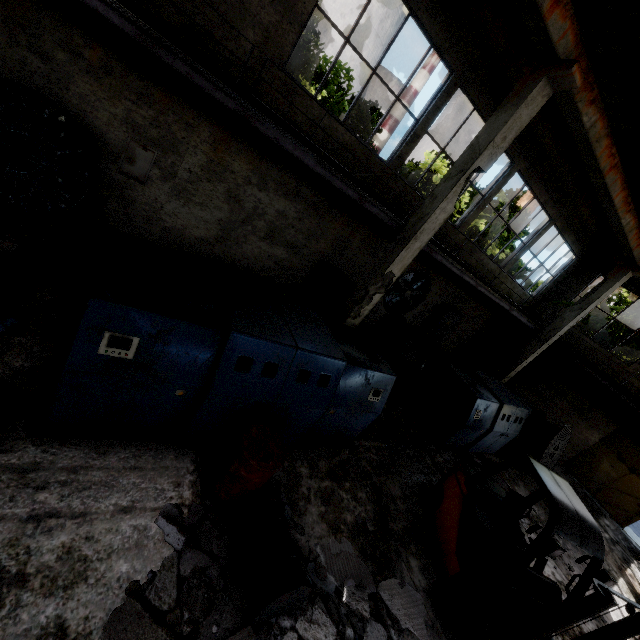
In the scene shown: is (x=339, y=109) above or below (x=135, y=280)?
above

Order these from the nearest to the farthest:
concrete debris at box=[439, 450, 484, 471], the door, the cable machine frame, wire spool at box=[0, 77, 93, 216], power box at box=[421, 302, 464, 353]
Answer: the cable machine frame
wire spool at box=[0, 77, 93, 216]
concrete debris at box=[439, 450, 484, 471]
the door
power box at box=[421, 302, 464, 353]

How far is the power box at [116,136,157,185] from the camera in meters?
6.8

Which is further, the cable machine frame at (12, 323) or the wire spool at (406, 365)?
the wire spool at (406, 365)

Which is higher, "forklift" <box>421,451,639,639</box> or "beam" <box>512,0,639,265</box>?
"beam" <box>512,0,639,265</box>

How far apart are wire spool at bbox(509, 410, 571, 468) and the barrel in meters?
9.8 m

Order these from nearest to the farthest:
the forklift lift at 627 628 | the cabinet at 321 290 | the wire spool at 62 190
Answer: the forklift lift at 627 628, the wire spool at 62 190, the cabinet at 321 290

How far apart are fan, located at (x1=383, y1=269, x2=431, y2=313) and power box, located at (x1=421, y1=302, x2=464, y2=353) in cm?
89
